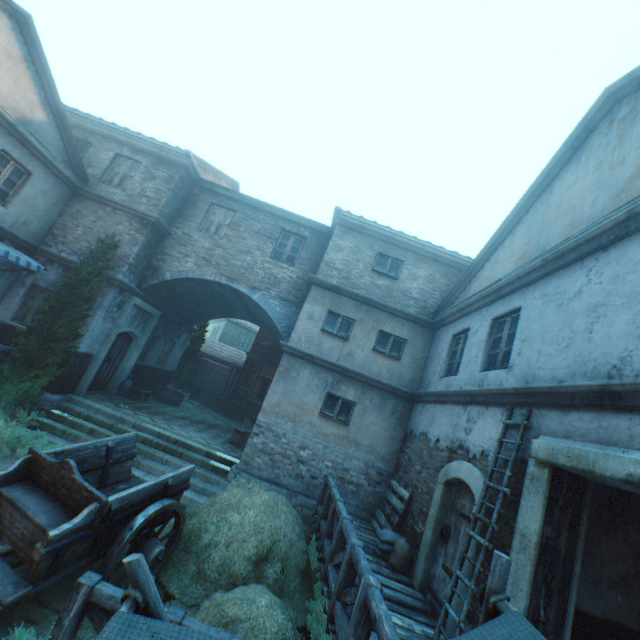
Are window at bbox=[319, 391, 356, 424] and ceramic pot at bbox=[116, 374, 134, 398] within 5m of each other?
no

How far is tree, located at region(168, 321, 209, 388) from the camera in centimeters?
1852cm

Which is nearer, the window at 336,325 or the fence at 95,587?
the fence at 95,587

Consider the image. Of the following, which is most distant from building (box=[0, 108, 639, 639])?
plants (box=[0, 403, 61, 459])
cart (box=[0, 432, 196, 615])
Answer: cart (box=[0, 432, 196, 615])

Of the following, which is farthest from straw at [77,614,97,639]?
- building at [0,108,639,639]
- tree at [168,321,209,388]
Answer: tree at [168,321,209,388]

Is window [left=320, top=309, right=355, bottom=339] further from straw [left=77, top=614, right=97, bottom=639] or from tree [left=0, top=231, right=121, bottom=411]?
tree [left=0, top=231, right=121, bottom=411]

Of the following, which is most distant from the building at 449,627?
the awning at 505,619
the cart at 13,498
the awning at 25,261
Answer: the cart at 13,498

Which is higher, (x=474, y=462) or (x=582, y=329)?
(x=582, y=329)
